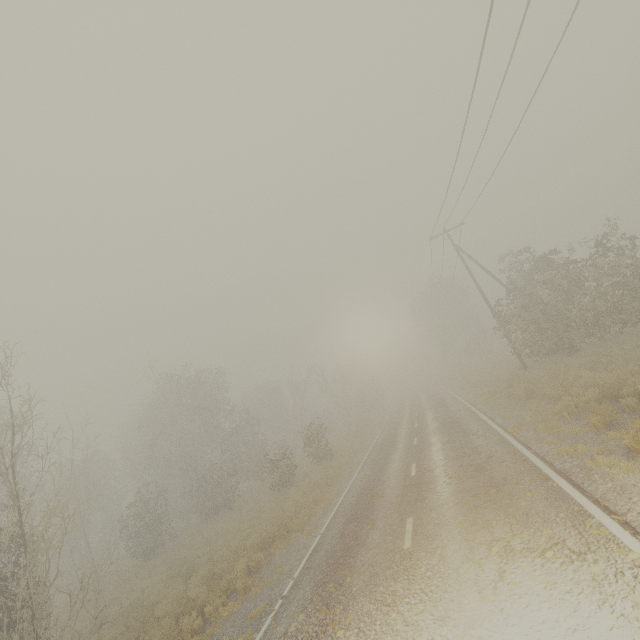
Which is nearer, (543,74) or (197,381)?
(543,74)
